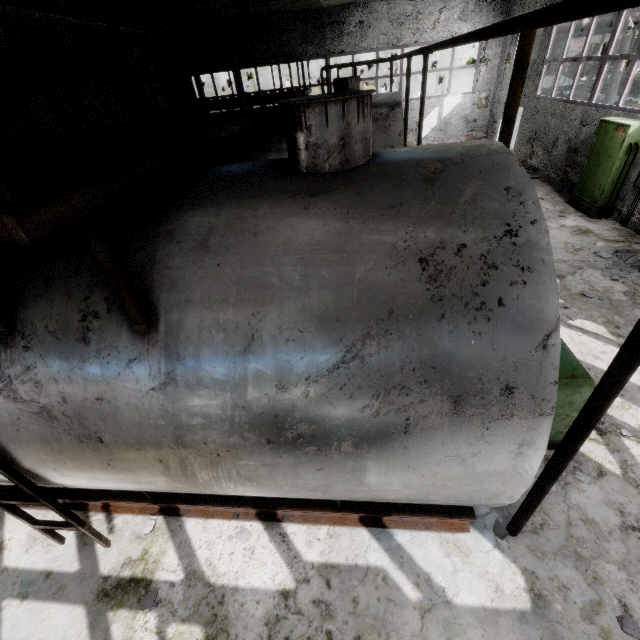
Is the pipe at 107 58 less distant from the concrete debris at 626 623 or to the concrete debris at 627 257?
the concrete debris at 627 257

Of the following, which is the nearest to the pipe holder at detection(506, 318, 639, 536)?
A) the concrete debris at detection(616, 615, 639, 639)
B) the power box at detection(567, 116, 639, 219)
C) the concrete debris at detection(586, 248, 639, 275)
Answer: the concrete debris at detection(616, 615, 639, 639)

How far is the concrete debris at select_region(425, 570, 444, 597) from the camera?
3.3 meters

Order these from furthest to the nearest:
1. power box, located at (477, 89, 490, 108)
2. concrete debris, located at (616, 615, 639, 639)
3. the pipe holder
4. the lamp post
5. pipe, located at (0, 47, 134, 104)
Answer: power box, located at (477, 89, 490, 108)
the lamp post
pipe, located at (0, 47, 134, 104)
concrete debris, located at (616, 615, 639, 639)
the pipe holder

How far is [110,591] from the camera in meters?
3.6 m

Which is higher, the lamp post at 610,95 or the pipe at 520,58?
the pipe at 520,58

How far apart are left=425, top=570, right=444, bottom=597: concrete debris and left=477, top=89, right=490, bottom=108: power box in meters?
22.1 m

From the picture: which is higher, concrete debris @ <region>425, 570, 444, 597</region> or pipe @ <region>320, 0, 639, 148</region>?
pipe @ <region>320, 0, 639, 148</region>
